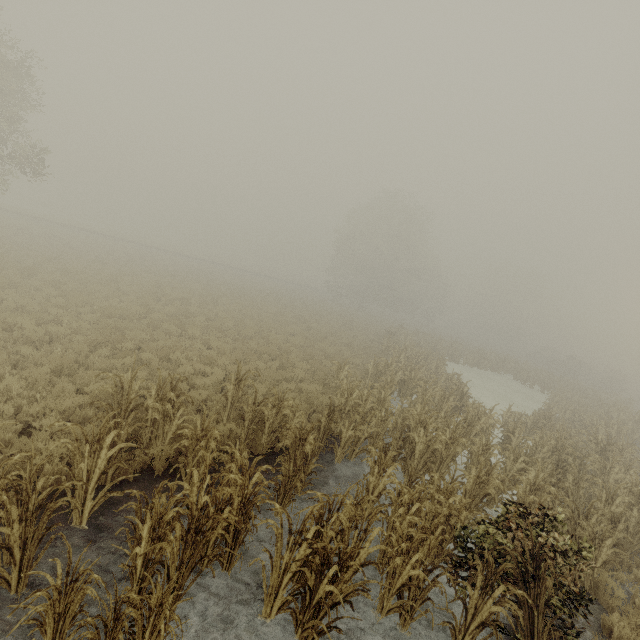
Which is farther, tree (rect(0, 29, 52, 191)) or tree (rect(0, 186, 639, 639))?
tree (rect(0, 29, 52, 191))

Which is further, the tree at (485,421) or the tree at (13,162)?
the tree at (13,162)

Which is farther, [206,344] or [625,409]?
[625,409]
